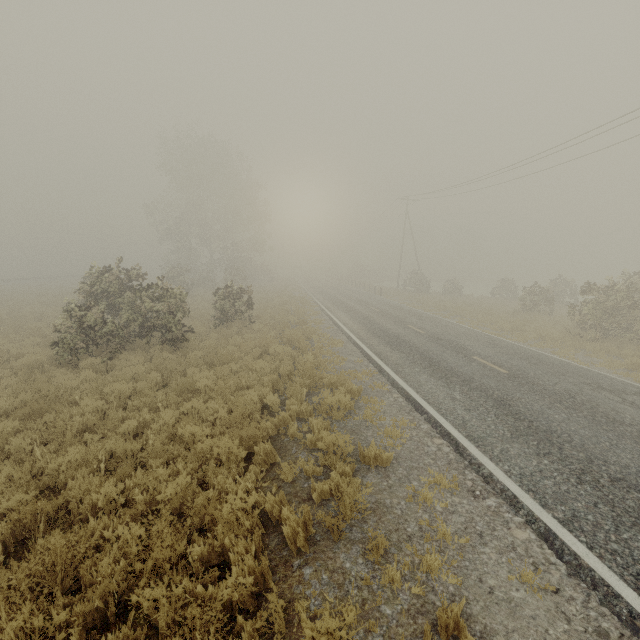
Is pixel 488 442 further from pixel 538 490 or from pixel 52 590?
pixel 52 590
